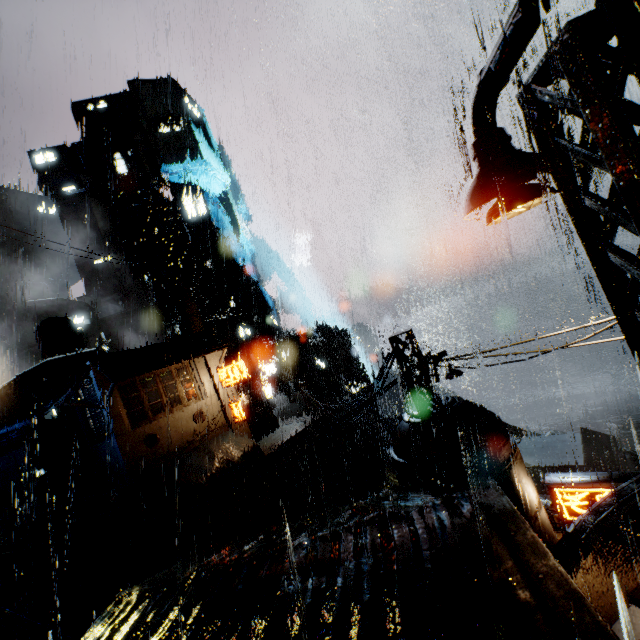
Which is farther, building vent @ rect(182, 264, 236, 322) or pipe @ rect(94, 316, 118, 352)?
pipe @ rect(94, 316, 118, 352)

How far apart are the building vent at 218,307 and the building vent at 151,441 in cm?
2658

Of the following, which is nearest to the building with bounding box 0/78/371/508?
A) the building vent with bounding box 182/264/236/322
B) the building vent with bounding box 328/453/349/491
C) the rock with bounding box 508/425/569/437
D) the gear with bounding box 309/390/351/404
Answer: the building vent with bounding box 182/264/236/322

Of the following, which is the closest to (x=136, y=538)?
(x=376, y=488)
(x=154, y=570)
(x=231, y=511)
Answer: (x=154, y=570)

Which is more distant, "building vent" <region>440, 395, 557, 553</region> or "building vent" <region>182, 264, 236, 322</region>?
"building vent" <region>182, 264, 236, 322</region>

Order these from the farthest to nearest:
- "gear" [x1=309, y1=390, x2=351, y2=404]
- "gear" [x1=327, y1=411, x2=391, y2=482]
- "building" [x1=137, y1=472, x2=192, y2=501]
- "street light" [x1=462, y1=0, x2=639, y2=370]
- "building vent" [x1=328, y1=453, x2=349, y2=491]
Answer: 1. "gear" [x1=327, y1=411, x2=391, y2=482]
2. "gear" [x1=309, y1=390, x2=351, y2=404]
3. "building vent" [x1=328, y1=453, x2=349, y2=491]
4. "building" [x1=137, y1=472, x2=192, y2=501]
5. "street light" [x1=462, y1=0, x2=639, y2=370]

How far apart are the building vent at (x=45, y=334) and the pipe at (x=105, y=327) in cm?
1793

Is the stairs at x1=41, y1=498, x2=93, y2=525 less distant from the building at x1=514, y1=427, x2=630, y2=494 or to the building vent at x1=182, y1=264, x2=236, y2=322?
the building at x1=514, y1=427, x2=630, y2=494
